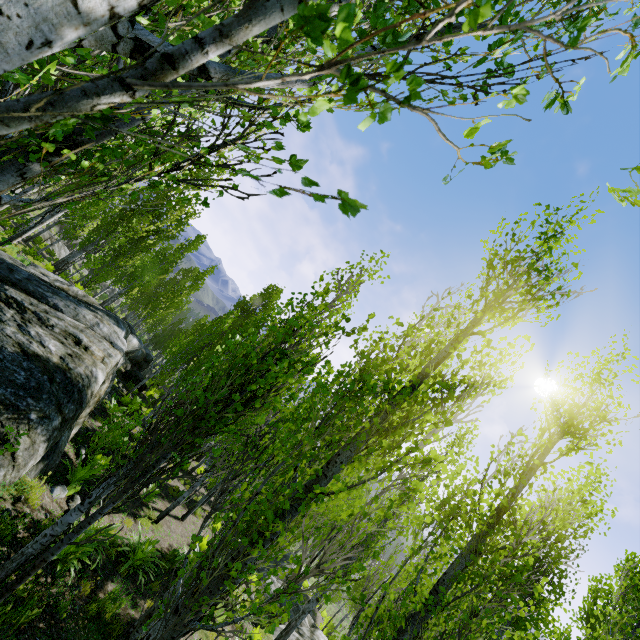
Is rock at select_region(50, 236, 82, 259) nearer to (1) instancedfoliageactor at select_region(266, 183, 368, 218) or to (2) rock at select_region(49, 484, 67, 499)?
(1) instancedfoliageactor at select_region(266, 183, 368, 218)

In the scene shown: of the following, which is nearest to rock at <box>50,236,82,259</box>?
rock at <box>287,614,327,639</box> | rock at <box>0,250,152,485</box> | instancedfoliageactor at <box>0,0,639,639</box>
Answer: instancedfoliageactor at <box>0,0,639,639</box>

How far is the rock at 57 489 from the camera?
6.6m

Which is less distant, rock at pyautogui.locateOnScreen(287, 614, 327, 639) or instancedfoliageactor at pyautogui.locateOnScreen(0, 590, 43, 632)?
instancedfoliageactor at pyautogui.locateOnScreen(0, 590, 43, 632)

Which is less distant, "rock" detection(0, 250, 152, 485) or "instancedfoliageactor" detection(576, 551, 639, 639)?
"instancedfoliageactor" detection(576, 551, 639, 639)

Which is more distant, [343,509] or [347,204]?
[343,509]

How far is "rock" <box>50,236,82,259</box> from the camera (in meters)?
37.38

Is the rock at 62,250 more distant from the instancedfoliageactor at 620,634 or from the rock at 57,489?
the rock at 57,489
